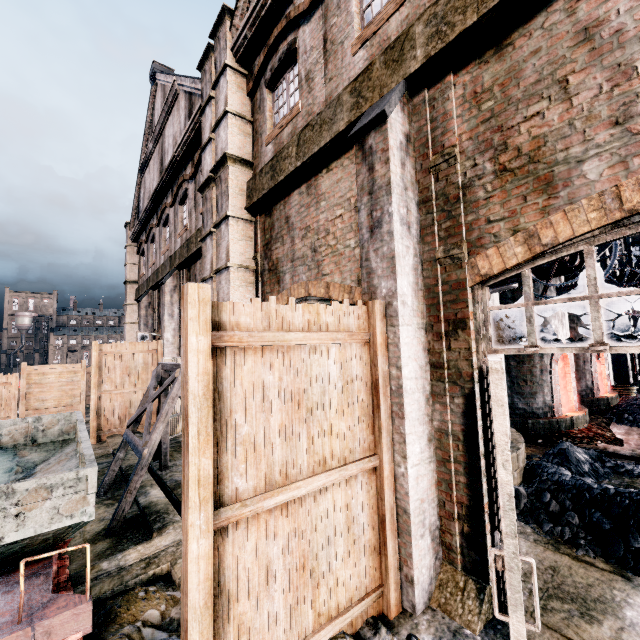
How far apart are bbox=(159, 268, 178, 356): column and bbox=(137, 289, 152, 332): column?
5.7m

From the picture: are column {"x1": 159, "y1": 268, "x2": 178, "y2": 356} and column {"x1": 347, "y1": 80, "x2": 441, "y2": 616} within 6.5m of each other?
no

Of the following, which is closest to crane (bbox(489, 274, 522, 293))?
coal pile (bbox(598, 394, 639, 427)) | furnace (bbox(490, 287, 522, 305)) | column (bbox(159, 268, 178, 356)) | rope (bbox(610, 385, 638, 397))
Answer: furnace (bbox(490, 287, 522, 305))

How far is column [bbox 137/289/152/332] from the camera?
21.66m

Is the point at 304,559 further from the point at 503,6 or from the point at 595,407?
the point at 595,407

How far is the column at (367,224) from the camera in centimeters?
467cm

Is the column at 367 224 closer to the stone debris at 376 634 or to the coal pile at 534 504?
the stone debris at 376 634

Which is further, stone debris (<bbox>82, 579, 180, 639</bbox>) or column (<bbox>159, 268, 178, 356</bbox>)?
column (<bbox>159, 268, 178, 356</bbox>)
